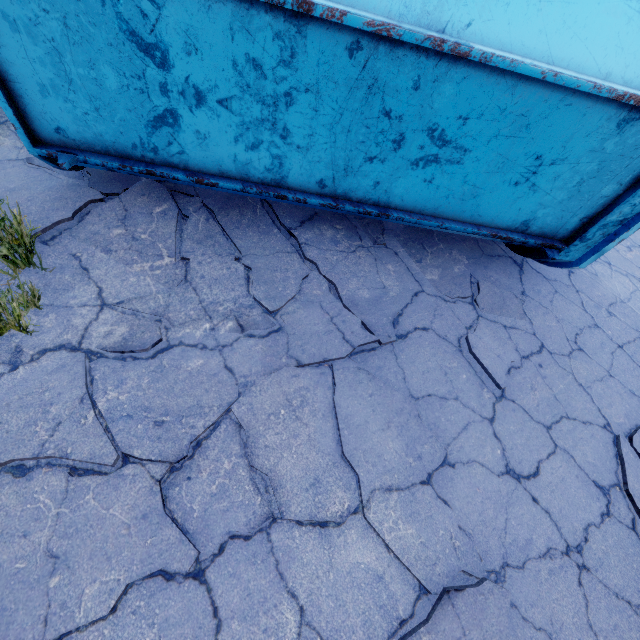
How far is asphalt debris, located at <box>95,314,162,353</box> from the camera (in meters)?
2.46

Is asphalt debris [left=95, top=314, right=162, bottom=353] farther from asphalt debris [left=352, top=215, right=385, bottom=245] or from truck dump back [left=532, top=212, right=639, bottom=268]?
truck dump back [left=532, top=212, right=639, bottom=268]

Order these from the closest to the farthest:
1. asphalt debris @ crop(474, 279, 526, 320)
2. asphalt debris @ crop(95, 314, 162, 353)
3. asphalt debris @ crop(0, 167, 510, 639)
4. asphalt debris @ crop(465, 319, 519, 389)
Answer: asphalt debris @ crop(0, 167, 510, 639) → asphalt debris @ crop(95, 314, 162, 353) → asphalt debris @ crop(465, 319, 519, 389) → asphalt debris @ crop(474, 279, 526, 320)

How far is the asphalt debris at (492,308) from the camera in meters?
3.6

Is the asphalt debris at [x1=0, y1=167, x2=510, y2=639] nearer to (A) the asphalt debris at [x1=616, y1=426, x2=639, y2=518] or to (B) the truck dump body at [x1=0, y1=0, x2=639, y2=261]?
(B) the truck dump body at [x1=0, y1=0, x2=639, y2=261]

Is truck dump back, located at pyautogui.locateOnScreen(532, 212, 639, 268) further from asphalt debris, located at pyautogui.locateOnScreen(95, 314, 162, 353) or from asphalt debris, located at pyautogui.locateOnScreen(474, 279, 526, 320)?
asphalt debris, located at pyautogui.locateOnScreen(95, 314, 162, 353)

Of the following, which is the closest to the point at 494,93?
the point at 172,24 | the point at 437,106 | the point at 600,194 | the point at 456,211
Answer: the point at 437,106

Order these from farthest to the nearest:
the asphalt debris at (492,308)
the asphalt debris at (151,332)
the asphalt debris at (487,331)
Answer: the asphalt debris at (492,308), the asphalt debris at (487,331), the asphalt debris at (151,332)
